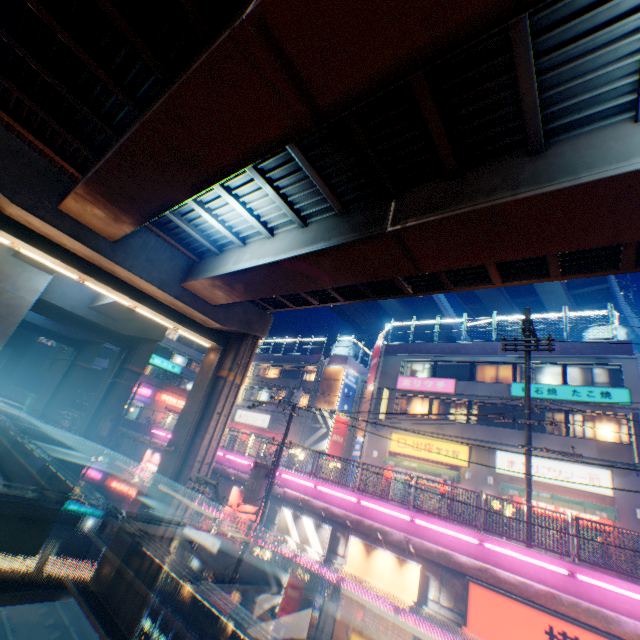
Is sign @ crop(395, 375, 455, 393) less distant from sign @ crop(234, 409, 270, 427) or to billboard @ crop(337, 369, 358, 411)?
billboard @ crop(337, 369, 358, 411)

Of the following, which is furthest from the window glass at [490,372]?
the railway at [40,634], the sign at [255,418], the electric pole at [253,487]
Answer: the sign at [255,418]

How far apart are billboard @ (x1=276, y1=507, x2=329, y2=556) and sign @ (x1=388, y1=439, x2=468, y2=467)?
12.37m

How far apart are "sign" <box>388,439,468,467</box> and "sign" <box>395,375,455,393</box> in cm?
325

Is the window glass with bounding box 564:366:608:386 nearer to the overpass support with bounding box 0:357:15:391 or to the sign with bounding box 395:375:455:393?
the sign with bounding box 395:375:455:393

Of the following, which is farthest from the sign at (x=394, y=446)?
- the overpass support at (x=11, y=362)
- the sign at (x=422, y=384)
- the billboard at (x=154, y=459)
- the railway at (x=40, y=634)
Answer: the overpass support at (x=11, y=362)

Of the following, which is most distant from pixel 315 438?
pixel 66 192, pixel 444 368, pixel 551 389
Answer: pixel 66 192

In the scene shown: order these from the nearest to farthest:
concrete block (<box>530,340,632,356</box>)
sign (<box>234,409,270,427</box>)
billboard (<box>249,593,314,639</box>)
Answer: billboard (<box>249,593,314,639</box>), concrete block (<box>530,340,632,356</box>), sign (<box>234,409,270,427</box>)
